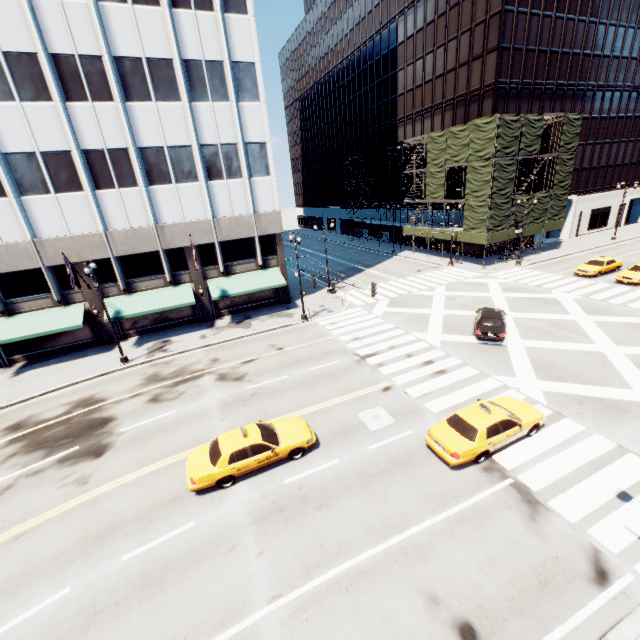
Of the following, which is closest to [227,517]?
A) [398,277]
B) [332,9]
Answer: [398,277]

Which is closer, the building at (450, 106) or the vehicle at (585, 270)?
the vehicle at (585, 270)

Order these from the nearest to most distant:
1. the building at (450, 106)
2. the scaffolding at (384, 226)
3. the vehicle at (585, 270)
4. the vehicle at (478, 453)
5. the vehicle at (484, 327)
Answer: the vehicle at (478, 453), the vehicle at (484, 327), the vehicle at (585, 270), the building at (450, 106), the scaffolding at (384, 226)

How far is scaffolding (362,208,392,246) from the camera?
53.0 meters

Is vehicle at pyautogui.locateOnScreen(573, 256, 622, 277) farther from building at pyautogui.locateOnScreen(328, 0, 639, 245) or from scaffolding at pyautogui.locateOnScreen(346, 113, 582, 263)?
building at pyautogui.locateOnScreen(328, 0, 639, 245)

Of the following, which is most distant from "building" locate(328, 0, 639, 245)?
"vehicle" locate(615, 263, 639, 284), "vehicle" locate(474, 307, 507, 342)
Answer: "vehicle" locate(474, 307, 507, 342)

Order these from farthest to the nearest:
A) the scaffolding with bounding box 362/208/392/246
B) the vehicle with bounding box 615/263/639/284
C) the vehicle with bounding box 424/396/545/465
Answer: the scaffolding with bounding box 362/208/392/246
the vehicle with bounding box 615/263/639/284
the vehicle with bounding box 424/396/545/465
